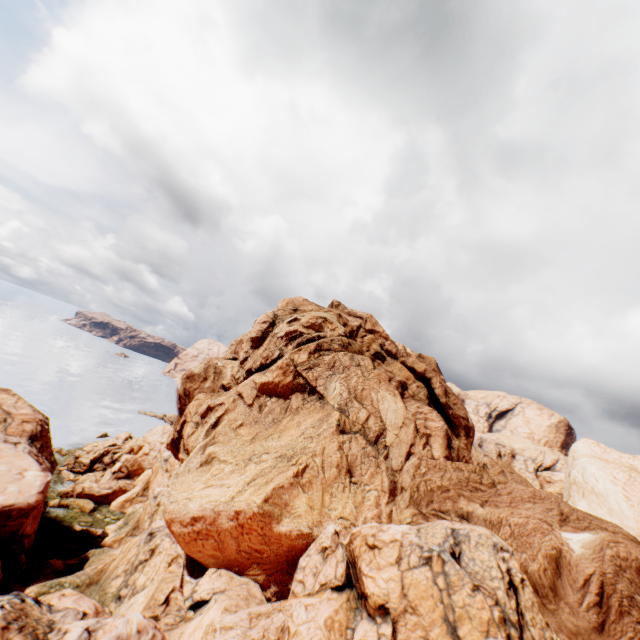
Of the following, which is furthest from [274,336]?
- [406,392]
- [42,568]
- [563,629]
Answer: [563,629]
